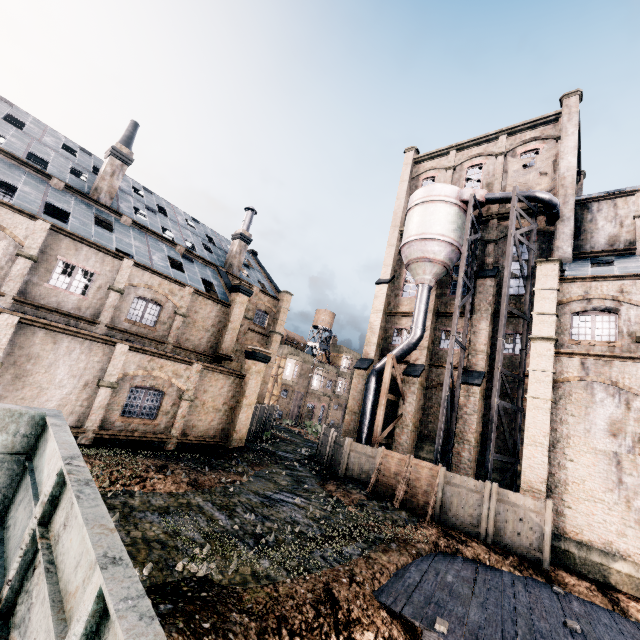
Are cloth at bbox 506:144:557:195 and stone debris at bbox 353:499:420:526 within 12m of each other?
no

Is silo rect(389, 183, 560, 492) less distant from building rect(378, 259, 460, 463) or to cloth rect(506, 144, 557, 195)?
building rect(378, 259, 460, 463)

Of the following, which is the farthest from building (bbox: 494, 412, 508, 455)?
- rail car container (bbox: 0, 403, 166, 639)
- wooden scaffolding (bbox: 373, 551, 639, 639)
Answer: rail car container (bbox: 0, 403, 166, 639)

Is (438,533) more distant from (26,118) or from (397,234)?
(26,118)

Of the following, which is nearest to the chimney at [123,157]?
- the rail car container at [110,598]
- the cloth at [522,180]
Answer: the rail car container at [110,598]

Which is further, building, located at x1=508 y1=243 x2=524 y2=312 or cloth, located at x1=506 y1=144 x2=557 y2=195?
cloth, located at x1=506 y1=144 x2=557 y2=195

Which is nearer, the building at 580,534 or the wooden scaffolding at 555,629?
the wooden scaffolding at 555,629
